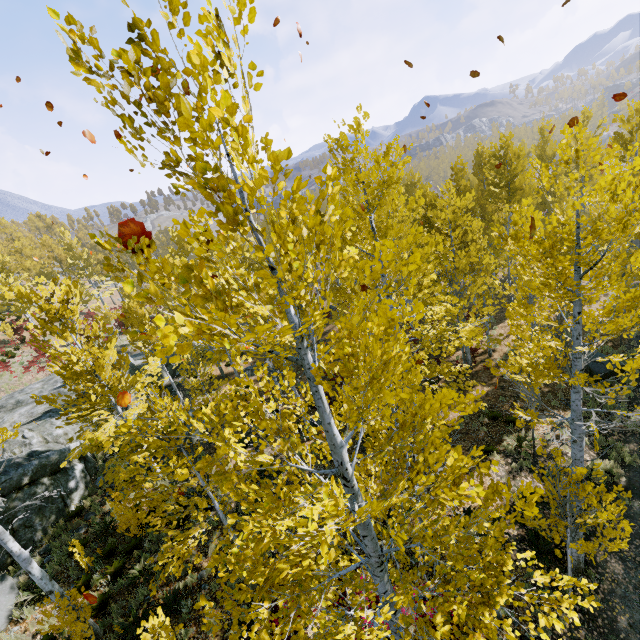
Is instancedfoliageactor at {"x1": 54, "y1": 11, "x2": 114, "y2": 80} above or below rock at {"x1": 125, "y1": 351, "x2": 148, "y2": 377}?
above

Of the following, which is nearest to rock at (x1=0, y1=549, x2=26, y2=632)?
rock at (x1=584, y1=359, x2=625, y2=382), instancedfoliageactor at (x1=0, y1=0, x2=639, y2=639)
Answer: instancedfoliageactor at (x1=0, y1=0, x2=639, y2=639)

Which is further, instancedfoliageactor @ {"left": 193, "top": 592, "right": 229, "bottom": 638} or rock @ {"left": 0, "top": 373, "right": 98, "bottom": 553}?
rock @ {"left": 0, "top": 373, "right": 98, "bottom": 553}

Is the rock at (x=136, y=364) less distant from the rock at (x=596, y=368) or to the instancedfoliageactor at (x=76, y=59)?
the instancedfoliageactor at (x=76, y=59)

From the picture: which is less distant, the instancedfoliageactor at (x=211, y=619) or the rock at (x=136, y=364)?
the instancedfoliageactor at (x=211, y=619)

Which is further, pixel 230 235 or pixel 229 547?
pixel 229 547
